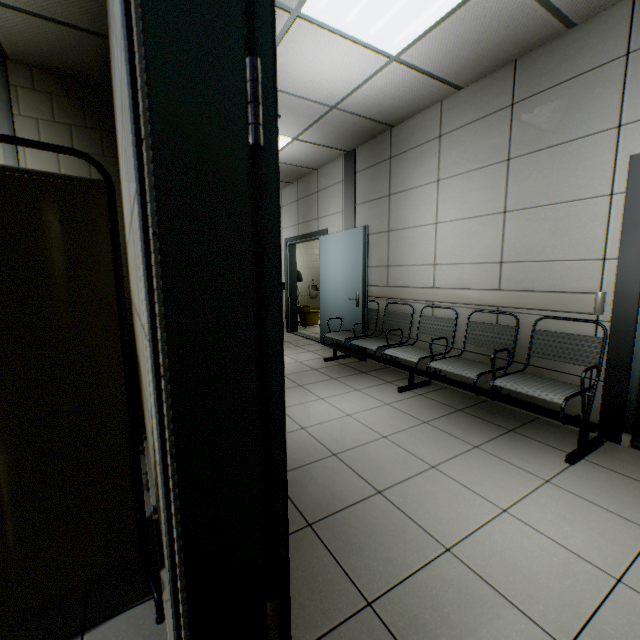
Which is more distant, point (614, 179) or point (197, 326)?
→ point (614, 179)

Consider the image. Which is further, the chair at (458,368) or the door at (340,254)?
the door at (340,254)

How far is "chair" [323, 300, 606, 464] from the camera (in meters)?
2.36

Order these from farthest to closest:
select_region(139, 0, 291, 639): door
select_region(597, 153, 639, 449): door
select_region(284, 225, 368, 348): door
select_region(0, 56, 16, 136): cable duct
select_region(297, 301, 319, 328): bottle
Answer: select_region(297, 301, 319, 328): bottle < select_region(284, 225, 368, 348): door < select_region(0, 56, 16, 136): cable duct < select_region(597, 153, 639, 449): door < select_region(139, 0, 291, 639): door

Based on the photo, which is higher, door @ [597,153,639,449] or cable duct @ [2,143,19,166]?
cable duct @ [2,143,19,166]

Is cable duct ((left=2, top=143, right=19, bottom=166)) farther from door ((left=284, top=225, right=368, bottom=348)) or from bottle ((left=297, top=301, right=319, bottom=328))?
bottle ((left=297, top=301, right=319, bottom=328))

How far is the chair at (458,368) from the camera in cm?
236

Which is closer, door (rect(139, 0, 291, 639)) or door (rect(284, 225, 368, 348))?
door (rect(139, 0, 291, 639))
